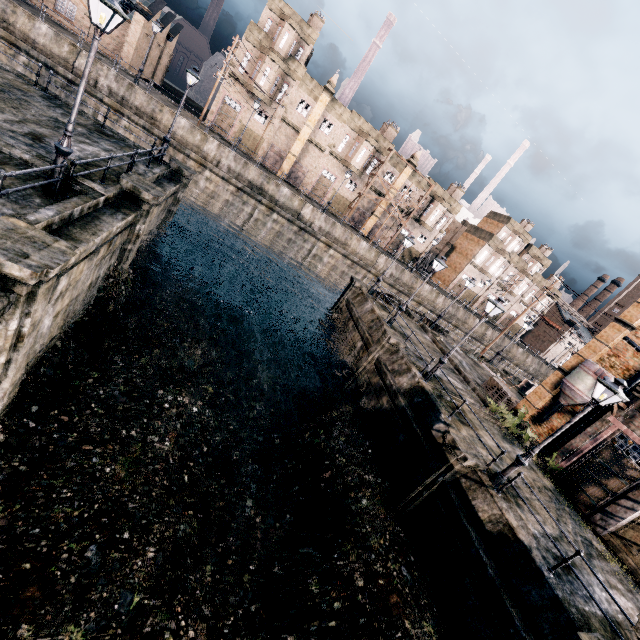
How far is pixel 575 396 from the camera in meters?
20.4

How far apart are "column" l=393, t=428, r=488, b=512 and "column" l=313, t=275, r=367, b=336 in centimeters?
1556cm

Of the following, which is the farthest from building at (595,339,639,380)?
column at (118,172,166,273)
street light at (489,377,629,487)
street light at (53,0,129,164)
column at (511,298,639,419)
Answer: street light at (53,0,129,164)

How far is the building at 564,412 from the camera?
21.4 meters

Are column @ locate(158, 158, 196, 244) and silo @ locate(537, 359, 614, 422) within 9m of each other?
no

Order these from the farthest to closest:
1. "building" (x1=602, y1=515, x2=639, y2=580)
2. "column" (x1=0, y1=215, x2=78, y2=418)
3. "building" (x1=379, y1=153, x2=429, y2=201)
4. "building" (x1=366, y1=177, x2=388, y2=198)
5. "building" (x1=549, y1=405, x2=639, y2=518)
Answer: "building" (x1=366, y1=177, x2=388, y2=198)
"building" (x1=379, y1=153, x2=429, y2=201)
"building" (x1=549, y1=405, x2=639, y2=518)
"building" (x1=602, y1=515, x2=639, y2=580)
"column" (x1=0, y1=215, x2=78, y2=418)

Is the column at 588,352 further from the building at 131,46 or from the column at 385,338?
the building at 131,46

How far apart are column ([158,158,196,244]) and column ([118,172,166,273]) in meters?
6.9 m
